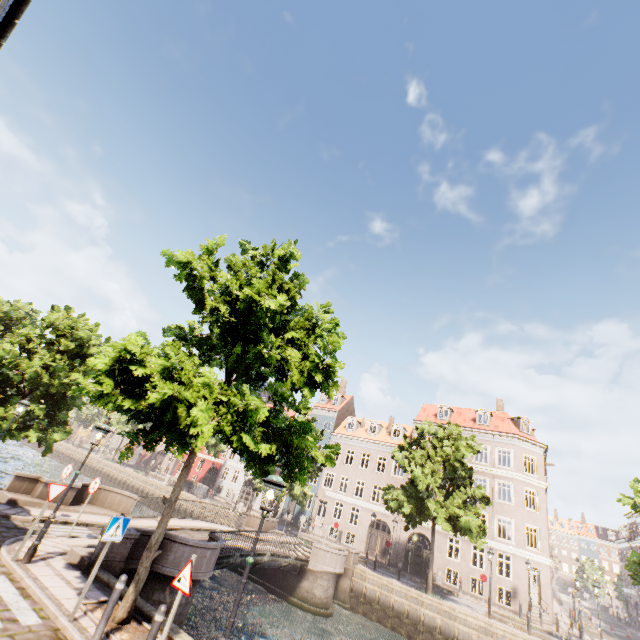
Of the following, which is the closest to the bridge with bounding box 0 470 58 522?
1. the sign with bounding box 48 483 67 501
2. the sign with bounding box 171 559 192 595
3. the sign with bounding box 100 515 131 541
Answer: the sign with bounding box 48 483 67 501

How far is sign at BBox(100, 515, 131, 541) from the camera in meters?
7.2

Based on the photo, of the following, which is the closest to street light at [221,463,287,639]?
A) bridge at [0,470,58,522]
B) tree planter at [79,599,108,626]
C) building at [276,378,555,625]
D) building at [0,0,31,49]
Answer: tree planter at [79,599,108,626]

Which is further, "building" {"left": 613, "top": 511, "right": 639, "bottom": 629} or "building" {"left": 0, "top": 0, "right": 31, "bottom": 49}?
"building" {"left": 613, "top": 511, "right": 639, "bottom": 629}

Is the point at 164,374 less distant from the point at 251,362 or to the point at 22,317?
the point at 251,362

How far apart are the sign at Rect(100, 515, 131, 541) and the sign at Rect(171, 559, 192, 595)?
2.4 meters

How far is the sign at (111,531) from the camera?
7.2 meters

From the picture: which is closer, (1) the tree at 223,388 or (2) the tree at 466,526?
(1) the tree at 223,388
